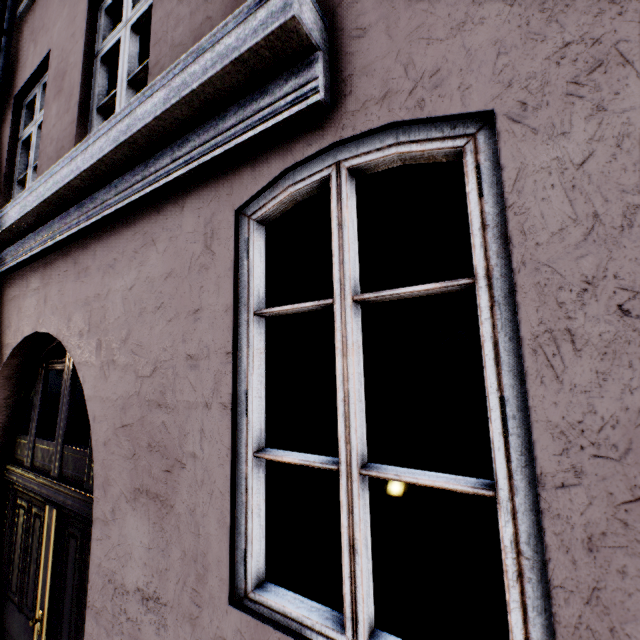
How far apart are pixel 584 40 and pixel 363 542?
1.7m
